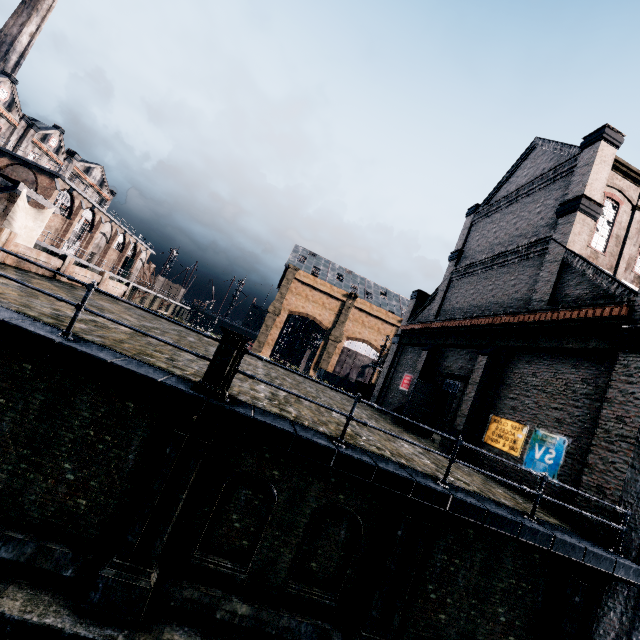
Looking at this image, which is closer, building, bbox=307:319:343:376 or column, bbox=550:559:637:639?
column, bbox=550:559:637:639

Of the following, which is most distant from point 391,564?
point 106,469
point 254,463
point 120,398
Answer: point 120,398

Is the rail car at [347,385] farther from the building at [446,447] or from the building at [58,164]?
the building at [58,164]

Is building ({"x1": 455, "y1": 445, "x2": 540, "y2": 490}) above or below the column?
above

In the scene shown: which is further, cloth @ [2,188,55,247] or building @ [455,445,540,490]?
cloth @ [2,188,55,247]

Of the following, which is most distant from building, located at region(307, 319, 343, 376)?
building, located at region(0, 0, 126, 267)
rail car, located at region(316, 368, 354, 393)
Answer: building, located at region(0, 0, 126, 267)

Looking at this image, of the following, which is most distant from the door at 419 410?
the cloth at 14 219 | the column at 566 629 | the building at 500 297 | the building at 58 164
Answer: the building at 58 164

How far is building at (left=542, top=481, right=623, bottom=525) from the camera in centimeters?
938cm
